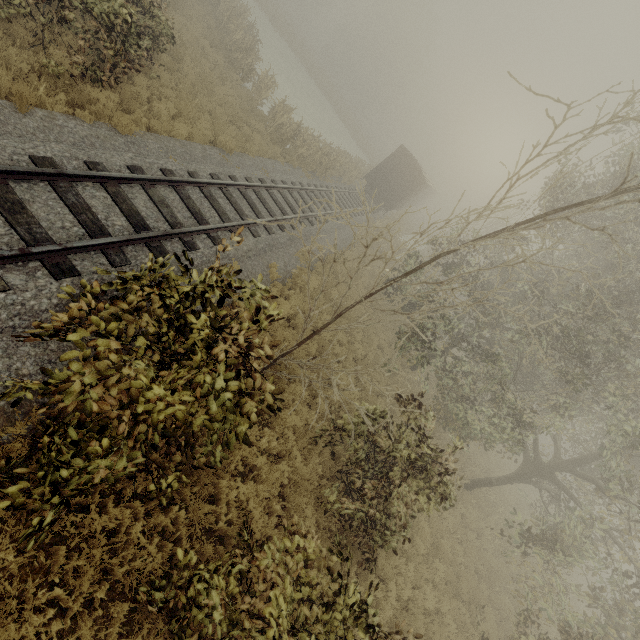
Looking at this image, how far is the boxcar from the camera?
24.92m

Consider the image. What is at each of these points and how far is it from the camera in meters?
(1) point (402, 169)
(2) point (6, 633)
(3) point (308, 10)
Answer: (1) boxcar, 25.2
(2) tree, 3.3
(3) tree, 51.8

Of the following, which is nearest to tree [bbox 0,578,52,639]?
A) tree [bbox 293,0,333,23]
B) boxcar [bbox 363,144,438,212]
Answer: boxcar [bbox 363,144,438,212]

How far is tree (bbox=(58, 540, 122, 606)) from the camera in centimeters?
404cm

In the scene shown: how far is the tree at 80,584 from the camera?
4.0 meters

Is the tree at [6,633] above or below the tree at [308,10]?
below
